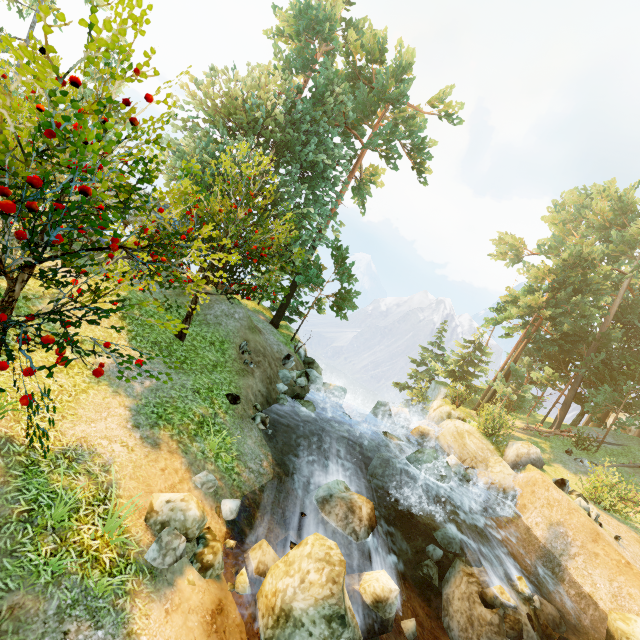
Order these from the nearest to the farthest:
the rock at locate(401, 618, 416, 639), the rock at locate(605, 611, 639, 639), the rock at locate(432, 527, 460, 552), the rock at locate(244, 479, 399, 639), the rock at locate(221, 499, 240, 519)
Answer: the rock at locate(244, 479, 399, 639) < the rock at locate(221, 499, 240, 519) < the rock at locate(401, 618, 416, 639) < the rock at locate(605, 611, 639, 639) < the rock at locate(432, 527, 460, 552)

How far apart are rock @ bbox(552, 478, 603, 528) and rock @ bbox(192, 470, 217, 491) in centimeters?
1664cm

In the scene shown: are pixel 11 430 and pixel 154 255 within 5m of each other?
yes

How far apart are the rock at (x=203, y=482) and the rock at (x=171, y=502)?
0.8 meters

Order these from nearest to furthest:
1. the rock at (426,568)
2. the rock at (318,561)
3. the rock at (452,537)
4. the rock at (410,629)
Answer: the rock at (318,561), the rock at (410,629), the rock at (426,568), the rock at (452,537)

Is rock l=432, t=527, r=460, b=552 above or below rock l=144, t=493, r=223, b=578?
below

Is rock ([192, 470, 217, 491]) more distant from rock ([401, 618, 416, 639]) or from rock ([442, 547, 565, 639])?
rock ([442, 547, 565, 639])

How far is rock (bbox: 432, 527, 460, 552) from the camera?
12.9m
